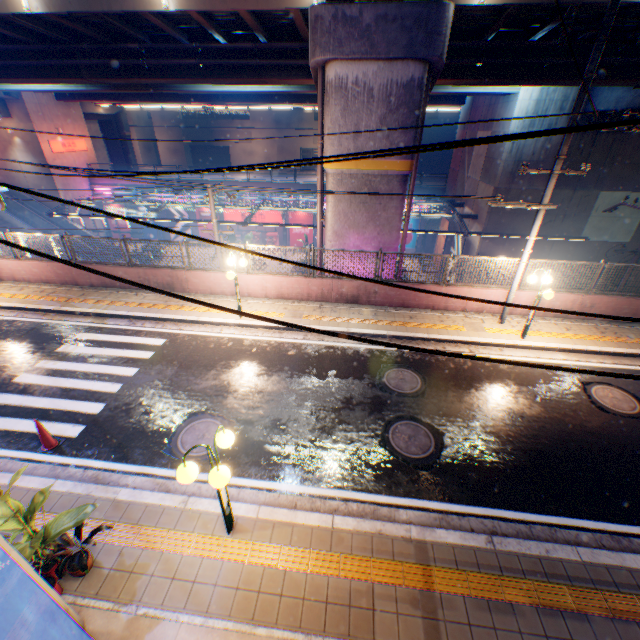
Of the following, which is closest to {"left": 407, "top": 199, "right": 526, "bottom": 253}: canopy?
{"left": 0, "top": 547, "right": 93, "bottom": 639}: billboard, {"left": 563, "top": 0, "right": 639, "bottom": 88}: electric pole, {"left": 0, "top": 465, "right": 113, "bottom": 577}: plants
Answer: {"left": 563, "top": 0, "right": 639, "bottom": 88}: electric pole

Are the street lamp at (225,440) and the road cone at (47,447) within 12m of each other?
yes

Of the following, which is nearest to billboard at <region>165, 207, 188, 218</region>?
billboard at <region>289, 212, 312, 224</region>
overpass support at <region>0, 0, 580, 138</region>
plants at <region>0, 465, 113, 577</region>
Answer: overpass support at <region>0, 0, 580, 138</region>

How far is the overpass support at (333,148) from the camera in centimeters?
1106cm

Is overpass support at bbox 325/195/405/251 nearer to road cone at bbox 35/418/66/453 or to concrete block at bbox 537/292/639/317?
concrete block at bbox 537/292/639/317

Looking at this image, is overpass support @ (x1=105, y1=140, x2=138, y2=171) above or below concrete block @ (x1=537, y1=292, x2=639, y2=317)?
above

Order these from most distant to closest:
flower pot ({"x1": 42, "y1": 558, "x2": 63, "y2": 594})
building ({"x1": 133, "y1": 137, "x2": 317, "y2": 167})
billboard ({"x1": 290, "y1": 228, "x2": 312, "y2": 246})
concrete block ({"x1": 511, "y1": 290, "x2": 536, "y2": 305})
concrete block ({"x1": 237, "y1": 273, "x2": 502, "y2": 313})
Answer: building ({"x1": 133, "y1": 137, "x2": 317, "y2": 167}), billboard ({"x1": 290, "y1": 228, "x2": 312, "y2": 246}), concrete block ({"x1": 237, "y1": 273, "x2": 502, "y2": 313}), concrete block ({"x1": 511, "y1": 290, "x2": 536, "y2": 305}), flower pot ({"x1": 42, "y1": 558, "x2": 63, "y2": 594})

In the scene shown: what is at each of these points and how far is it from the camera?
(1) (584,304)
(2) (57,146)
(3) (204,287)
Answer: (1) concrete block, 11.7 meters
(2) sign, 30.8 meters
(3) concrete block, 13.2 meters
